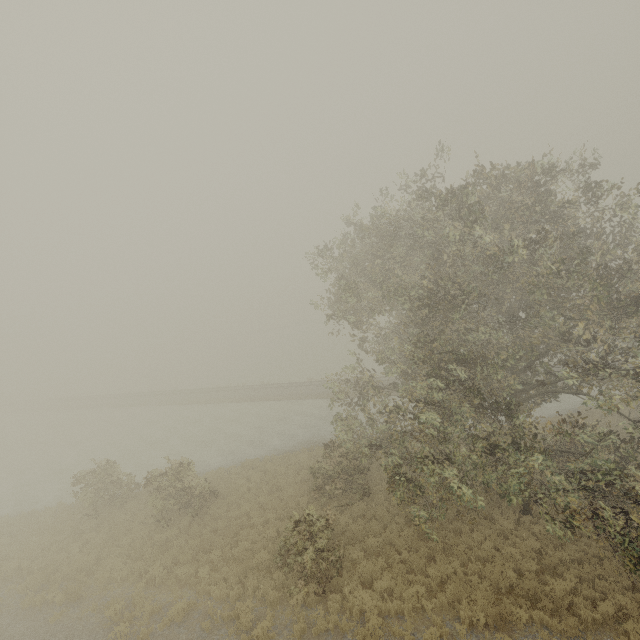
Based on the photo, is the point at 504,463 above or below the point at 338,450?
above
